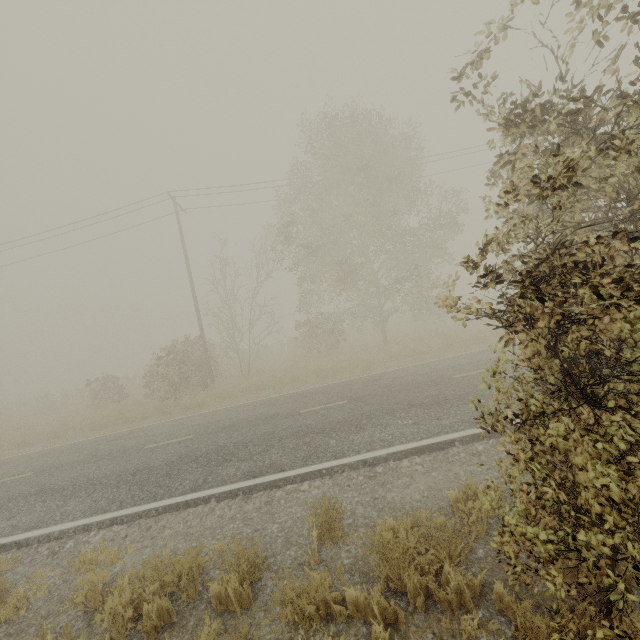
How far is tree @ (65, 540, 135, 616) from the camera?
4.2m

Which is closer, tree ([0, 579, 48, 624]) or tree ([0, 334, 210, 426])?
tree ([0, 579, 48, 624])

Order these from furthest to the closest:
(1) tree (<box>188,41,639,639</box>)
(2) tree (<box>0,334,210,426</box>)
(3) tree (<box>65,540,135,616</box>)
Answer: (2) tree (<box>0,334,210,426</box>) → (3) tree (<box>65,540,135,616</box>) → (1) tree (<box>188,41,639,639</box>)

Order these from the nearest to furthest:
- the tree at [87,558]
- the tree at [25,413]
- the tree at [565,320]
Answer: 1. the tree at [565,320]
2. the tree at [87,558]
3. the tree at [25,413]

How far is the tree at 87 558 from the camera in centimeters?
420cm

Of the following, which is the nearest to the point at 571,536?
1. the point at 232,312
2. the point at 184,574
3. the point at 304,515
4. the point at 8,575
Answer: the point at 304,515
